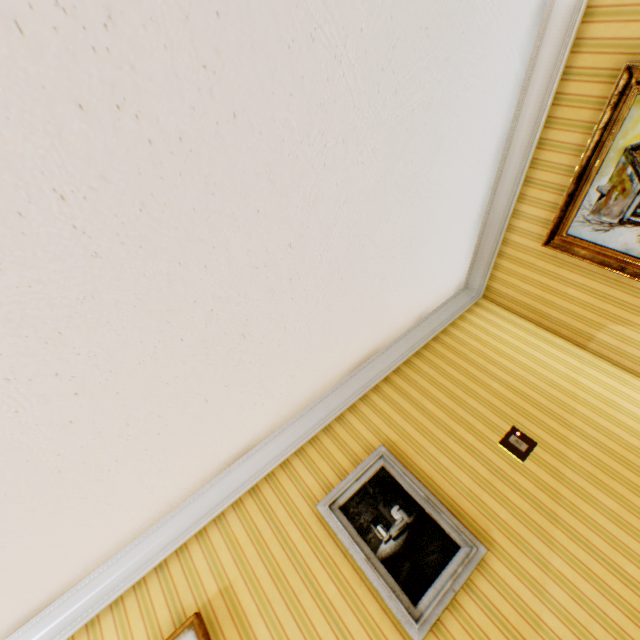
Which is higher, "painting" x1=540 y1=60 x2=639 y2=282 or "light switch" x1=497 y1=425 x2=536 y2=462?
"painting" x1=540 y1=60 x2=639 y2=282

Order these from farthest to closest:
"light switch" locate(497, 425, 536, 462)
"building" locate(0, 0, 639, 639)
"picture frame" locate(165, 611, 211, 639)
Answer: "light switch" locate(497, 425, 536, 462)
"picture frame" locate(165, 611, 211, 639)
"building" locate(0, 0, 639, 639)

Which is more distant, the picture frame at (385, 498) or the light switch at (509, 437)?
the light switch at (509, 437)

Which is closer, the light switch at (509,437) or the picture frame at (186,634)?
the picture frame at (186,634)

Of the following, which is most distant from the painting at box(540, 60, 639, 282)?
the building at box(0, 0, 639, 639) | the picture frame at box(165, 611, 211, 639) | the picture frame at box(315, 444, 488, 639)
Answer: the picture frame at box(165, 611, 211, 639)

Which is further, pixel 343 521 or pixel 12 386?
pixel 343 521

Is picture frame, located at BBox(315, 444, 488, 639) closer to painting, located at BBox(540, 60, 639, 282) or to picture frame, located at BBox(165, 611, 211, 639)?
picture frame, located at BBox(165, 611, 211, 639)

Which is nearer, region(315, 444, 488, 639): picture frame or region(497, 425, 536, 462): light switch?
region(315, 444, 488, 639): picture frame
